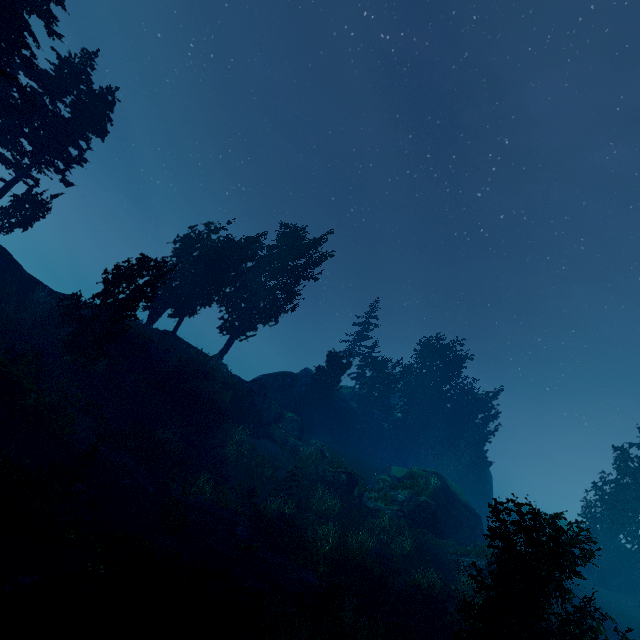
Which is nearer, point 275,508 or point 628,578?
point 275,508

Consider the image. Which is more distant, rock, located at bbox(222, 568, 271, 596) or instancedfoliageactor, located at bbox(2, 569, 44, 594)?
rock, located at bbox(222, 568, 271, 596)

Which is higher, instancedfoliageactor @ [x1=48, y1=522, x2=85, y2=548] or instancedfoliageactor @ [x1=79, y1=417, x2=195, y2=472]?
instancedfoliageactor @ [x1=79, y1=417, x2=195, y2=472]

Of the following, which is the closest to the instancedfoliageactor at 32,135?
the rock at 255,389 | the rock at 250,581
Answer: the rock at 255,389

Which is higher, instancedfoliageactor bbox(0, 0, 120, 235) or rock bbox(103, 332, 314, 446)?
instancedfoliageactor bbox(0, 0, 120, 235)

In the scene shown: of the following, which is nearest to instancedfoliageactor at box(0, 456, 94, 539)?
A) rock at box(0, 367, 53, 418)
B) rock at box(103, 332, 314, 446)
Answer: rock at box(103, 332, 314, 446)

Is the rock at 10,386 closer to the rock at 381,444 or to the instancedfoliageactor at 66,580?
the instancedfoliageactor at 66,580

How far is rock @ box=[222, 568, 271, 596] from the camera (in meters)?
11.77
